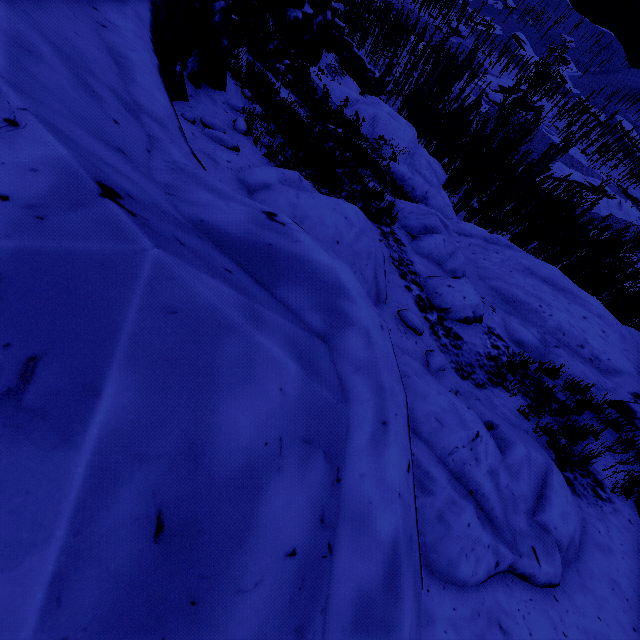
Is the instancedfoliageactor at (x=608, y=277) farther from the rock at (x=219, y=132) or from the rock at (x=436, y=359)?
the rock at (x=436, y=359)

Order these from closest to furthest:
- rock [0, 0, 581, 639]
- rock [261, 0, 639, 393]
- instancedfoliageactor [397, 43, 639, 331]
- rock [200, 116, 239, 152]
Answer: rock [0, 0, 581, 639] → rock [200, 116, 239, 152] → rock [261, 0, 639, 393] → instancedfoliageactor [397, 43, 639, 331]

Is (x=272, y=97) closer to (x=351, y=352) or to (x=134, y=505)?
(x=351, y=352)

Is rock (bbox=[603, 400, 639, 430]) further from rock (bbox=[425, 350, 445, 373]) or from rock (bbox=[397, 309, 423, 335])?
rock (bbox=[397, 309, 423, 335])

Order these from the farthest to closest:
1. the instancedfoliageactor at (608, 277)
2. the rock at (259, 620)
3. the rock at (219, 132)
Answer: the instancedfoliageactor at (608, 277) < the rock at (219, 132) < the rock at (259, 620)

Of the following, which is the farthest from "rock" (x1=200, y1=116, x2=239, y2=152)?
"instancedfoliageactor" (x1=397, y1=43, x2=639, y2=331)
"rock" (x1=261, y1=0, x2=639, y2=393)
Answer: "rock" (x1=261, y1=0, x2=639, y2=393)

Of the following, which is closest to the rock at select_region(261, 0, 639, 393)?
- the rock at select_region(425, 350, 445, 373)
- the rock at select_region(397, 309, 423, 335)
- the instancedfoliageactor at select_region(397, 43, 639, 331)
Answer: the rock at select_region(425, 350, 445, 373)

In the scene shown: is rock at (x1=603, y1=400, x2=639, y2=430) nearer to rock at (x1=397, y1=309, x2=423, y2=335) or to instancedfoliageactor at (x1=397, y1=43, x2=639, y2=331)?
rock at (x1=397, y1=309, x2=423, y2=335)
